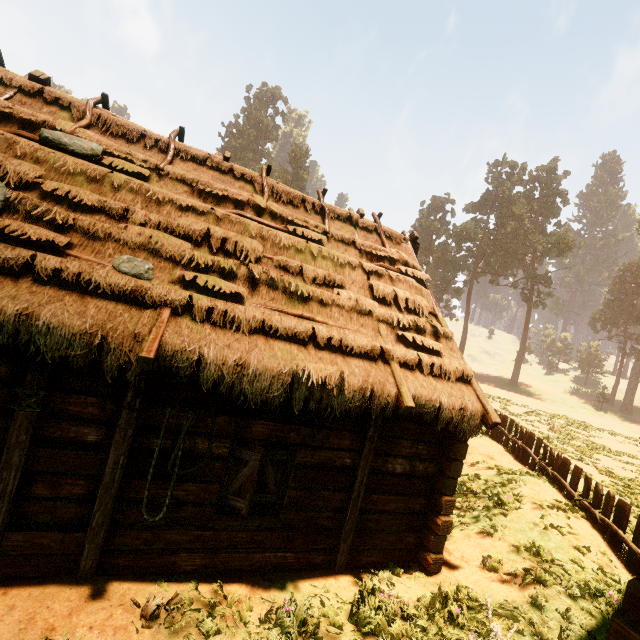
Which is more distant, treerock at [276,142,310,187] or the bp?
treerock at [276,142,310,187]

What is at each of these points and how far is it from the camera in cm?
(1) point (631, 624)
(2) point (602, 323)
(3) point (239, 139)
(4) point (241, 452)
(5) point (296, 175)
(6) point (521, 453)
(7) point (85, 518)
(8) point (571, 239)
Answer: (1) building, 312
(2) treerock, 5359
(3) treerock, 5388
(4) bp, 519
(5) treerock, 5859
(6) fence, 1210
(7) building, 446
(8) treerock, 4484

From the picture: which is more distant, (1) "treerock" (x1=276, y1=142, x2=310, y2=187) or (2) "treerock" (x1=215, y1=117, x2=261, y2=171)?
(1) "treerock" (x1=276, y1=142, x2=310, y2=187)

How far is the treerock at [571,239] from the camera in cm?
4831

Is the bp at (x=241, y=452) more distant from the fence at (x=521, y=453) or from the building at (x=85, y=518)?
the fence at (x=521, y=453)

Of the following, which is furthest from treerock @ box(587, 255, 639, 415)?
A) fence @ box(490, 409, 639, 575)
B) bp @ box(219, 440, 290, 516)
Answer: bp @ box(219, 440, 290, 516)
